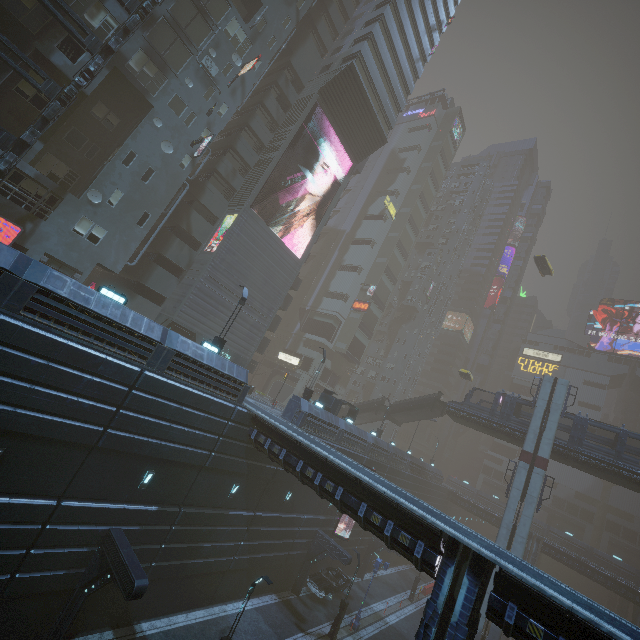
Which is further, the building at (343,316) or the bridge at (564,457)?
the building at (343,316)

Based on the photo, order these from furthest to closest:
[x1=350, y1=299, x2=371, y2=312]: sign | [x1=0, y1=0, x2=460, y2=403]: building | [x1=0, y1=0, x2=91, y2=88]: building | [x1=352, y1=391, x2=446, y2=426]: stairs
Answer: [x1=350, y1=299, x2=371, y2=312]: sign, [x1=352, y1=391, x2=446, y2=426]: stairs, [x1=0, y1=0, x2=91, y2=88]: building, [x1=0, y1=0, x2=460, y2=403]: building

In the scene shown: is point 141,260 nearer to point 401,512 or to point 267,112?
point 267,112

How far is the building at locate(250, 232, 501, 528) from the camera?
28.2 meters

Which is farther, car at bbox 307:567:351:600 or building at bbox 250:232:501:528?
building at bbox 250:232:501:528

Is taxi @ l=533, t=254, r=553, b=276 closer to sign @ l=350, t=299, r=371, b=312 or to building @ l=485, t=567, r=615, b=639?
building @ l=485, t=567, r=615, b=639

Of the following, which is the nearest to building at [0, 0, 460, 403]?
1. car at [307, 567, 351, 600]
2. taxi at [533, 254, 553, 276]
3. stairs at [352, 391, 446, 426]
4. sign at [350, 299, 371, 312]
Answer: sign at [350, 299, 371, 312]

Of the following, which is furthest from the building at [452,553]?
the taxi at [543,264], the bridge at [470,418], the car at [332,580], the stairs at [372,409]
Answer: the taxi at [543,264]
